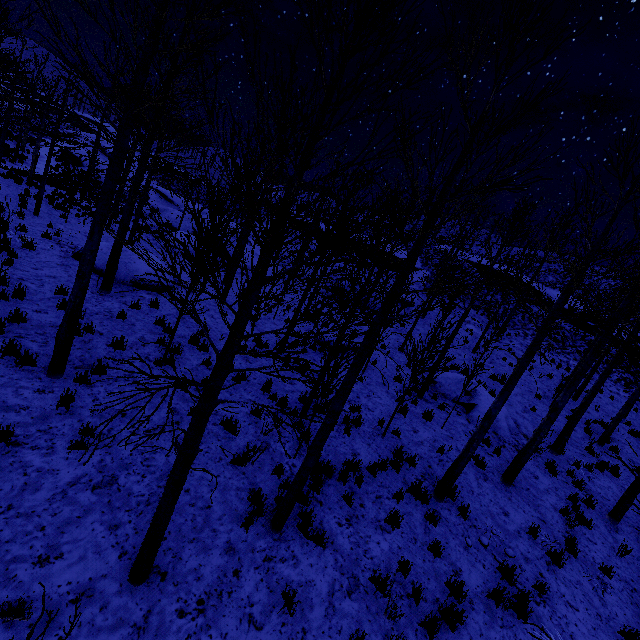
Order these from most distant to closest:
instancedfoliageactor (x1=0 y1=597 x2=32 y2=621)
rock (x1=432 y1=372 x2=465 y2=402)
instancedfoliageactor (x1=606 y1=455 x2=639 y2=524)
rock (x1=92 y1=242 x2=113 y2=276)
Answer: rock (x1=432 y1=372 x2=465 y2=402) < rock (x1=92 y1=242 x2=113 y2=276) < instancedfoliageactor (x1=0 y1=597 x2=32 y2=621) < instancedfoliageactor (x1=606 y1=455 x2=639 y2=524)

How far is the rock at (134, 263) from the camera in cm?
1145

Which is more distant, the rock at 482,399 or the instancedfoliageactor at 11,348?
the rock at 482,399

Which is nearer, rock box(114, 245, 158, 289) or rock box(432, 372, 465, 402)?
rock box(114, 245, 158, 289)

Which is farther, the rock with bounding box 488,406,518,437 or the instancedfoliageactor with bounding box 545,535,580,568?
the rock with bounding box 488,406,518,437

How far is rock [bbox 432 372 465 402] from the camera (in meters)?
13.37

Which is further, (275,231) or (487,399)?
(487,399)

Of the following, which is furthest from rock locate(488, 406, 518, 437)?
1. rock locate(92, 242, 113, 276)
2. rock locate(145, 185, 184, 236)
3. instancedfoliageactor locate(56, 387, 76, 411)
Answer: rock locate(145, 185, 184, 236)
